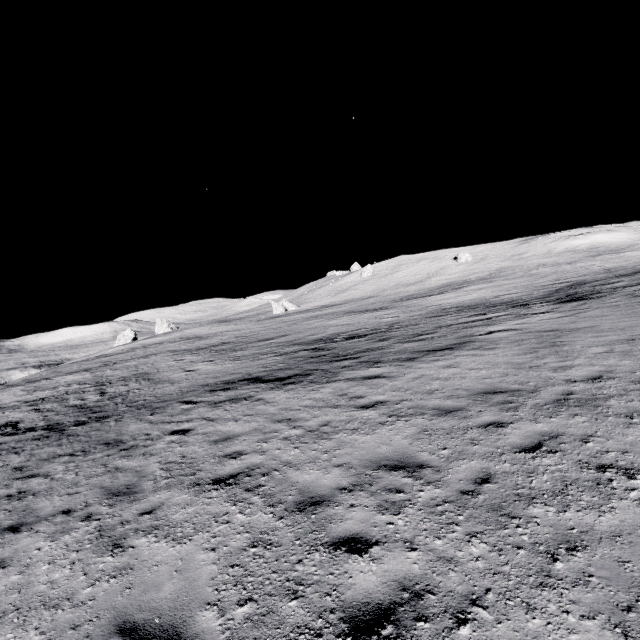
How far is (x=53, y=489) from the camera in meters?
7.4 m
